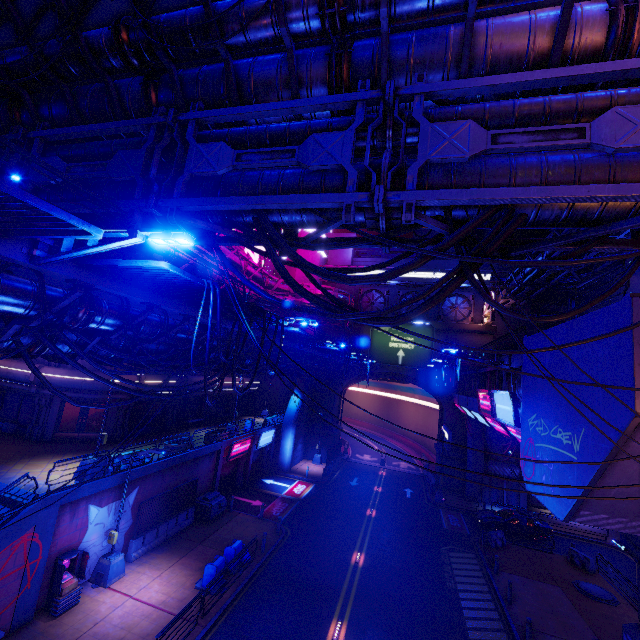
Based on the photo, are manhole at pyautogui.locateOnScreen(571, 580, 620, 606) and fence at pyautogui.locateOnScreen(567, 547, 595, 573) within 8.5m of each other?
yes

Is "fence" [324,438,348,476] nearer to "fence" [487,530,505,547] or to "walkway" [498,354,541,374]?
"walkway" [498,354,541,374]

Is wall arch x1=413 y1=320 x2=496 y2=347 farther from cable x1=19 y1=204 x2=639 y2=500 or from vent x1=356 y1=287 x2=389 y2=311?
cable x1=19 y1=204 x2=639 y2=500

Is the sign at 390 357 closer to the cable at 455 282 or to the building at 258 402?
the building at 258 402

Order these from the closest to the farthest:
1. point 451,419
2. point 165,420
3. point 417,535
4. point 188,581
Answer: point 188,581 → point 417,535 → point 165,420 → point 451,419

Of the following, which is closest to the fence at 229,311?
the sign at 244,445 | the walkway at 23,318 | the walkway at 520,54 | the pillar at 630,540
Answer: the walkway at 23,318

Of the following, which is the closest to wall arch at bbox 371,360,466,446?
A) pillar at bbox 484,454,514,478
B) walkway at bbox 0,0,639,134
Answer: pillar at bbox 484,454,514,478

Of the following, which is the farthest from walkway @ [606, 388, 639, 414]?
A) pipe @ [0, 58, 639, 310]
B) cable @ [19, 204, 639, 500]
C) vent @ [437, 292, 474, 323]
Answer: vent @ [437, 292, 474, 323]
